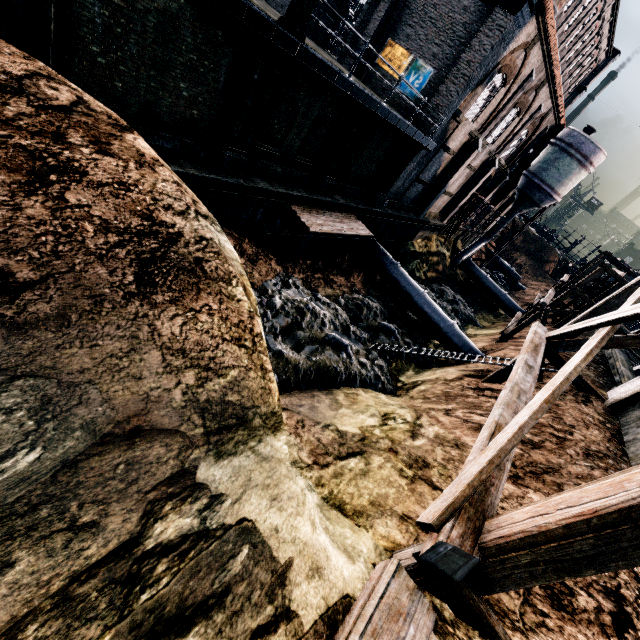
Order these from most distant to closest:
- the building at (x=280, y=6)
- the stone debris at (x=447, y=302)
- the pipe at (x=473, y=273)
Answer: the pipe at (x=473, y=273) → the stone debris at (x=447, y=302) → the building at (x=280, y=6)

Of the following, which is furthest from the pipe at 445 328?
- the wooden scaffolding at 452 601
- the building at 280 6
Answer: the wooden scaffolding at 452 601

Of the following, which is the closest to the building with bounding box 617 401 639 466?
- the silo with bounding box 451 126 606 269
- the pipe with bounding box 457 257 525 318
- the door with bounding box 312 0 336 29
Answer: the pipe with bounding box 457 257 525 318

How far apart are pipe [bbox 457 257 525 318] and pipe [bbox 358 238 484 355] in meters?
18.4

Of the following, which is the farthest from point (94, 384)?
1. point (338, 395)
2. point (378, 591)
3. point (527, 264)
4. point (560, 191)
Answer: point (527, 264)

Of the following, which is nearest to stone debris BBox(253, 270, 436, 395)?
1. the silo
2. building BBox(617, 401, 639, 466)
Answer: Answer: the silo

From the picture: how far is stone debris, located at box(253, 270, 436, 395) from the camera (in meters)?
12.84

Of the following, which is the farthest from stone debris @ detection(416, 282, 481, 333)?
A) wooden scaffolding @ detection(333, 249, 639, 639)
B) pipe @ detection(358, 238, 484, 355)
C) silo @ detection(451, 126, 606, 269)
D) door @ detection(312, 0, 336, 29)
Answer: door @ detection(312, 0, 336, 29)
